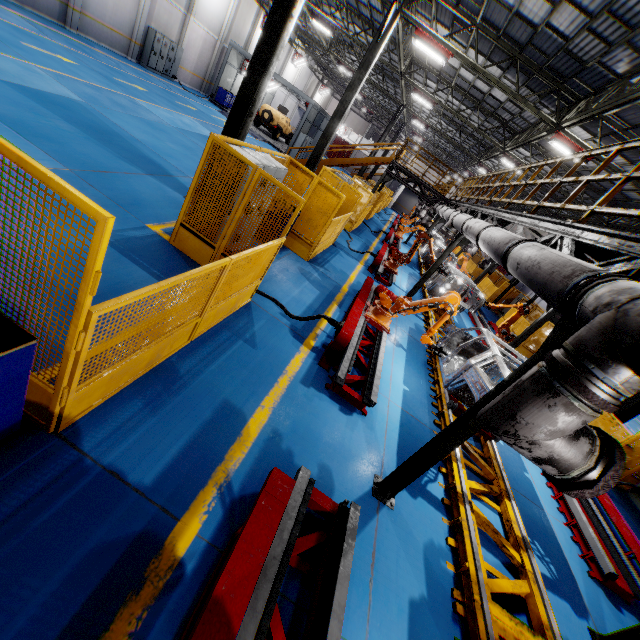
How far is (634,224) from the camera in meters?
17.1 m

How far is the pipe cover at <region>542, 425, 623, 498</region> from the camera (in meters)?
2.29

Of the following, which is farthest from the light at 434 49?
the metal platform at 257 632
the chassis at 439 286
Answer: the metal platform at 257 632

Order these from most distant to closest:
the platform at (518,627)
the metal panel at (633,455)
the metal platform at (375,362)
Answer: Result: the metal panel at (633,455) → the metal platform at (375,362) → the platform at (518,627)

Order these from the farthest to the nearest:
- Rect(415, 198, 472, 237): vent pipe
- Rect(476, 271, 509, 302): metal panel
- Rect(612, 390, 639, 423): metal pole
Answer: Rect(476, 271, 509, 302): metal panel, Rect(612, 390, 639, 423): metal pole, Rect(415, 198, 472, 237): vent pipe

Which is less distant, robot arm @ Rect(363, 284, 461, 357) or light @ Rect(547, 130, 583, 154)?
robot arm @ Rect(363, 284, 461, 357)

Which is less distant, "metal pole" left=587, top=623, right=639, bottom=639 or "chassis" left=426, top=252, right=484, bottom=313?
"metal pole" left=587, top=623, right=639, bottom=639

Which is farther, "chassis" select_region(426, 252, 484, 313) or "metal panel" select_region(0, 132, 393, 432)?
"chassis" select_region(426, 252, 484, 313)
